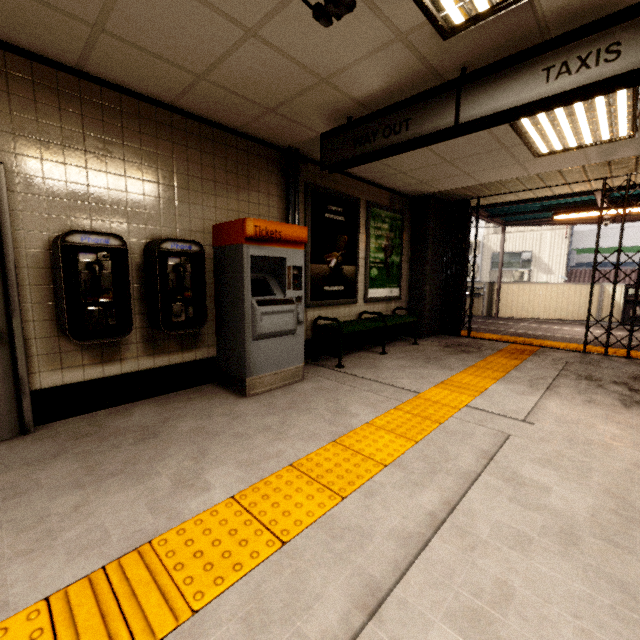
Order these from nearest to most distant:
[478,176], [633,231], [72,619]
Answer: [72,619]
[478,176]
[633,231]

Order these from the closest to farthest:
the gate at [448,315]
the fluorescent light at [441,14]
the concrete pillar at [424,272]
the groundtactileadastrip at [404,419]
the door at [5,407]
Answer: the groundtactileadastrip at [404,419], the fluorescent light at [441,14], the door at [5,407], the gate at [448,315], the concrete pillar at [424,272]

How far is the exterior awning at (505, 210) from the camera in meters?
7.1 m

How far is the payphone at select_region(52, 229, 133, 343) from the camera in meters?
2.6

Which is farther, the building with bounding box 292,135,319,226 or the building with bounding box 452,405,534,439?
the building with bounding box 292,135,319,226

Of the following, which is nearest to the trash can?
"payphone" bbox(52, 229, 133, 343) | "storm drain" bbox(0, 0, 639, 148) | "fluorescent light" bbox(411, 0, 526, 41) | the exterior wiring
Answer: "storm drain" bbox(0, 0, 639, 148)

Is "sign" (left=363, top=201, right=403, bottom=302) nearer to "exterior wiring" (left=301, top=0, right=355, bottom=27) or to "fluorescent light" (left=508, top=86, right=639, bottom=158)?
"fluorescent light" (left=508, top=86, right=639, bottom=158)

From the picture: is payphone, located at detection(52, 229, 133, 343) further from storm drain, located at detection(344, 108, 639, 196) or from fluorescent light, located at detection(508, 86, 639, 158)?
fluorescent light, located at detection(508, 86, 639, 158)
